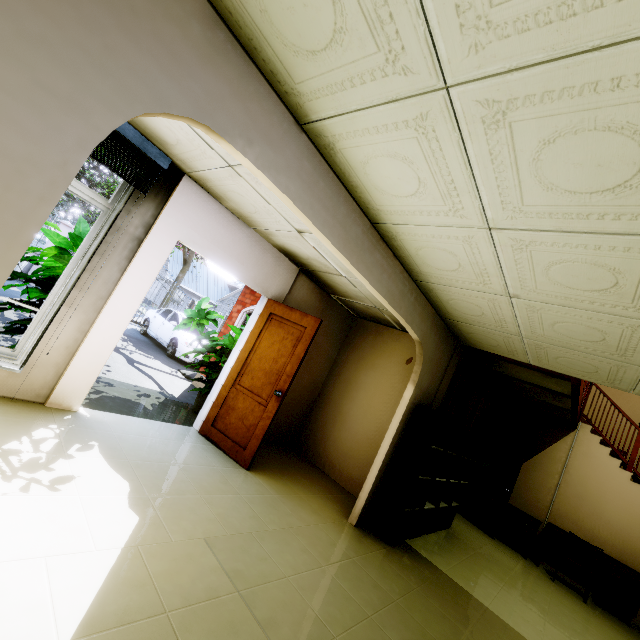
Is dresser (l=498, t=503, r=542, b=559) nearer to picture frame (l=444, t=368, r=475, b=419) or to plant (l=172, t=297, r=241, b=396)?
picture frame (l=444, t=368, r=475, b=419)

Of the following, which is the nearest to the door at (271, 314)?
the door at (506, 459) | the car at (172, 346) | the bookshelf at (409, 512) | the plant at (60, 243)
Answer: the plant at (60, 243)

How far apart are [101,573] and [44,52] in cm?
242

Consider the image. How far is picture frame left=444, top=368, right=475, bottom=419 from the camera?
5.04m

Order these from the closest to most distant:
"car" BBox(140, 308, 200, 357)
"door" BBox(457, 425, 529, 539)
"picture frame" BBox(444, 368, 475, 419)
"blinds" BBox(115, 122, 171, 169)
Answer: "blinds" BBox(115, 122, 171, 169) < "picture frame" BBox(444, 368, 475, 419) < "door" BBox(457, 425, 529, 539) < "car" BBox(140, 308, 200, 357)

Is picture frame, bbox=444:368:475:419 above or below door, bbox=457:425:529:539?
above

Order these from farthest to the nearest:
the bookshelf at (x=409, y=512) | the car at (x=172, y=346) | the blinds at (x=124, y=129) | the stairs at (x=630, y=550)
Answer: the car at (x=172, y=346) → the stairs at (x=630, y=550) → the bookshelf at (x=409, y=512) → the blinds at (x=124, y=129)

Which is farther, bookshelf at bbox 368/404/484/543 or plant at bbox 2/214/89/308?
bookshelf at bbox 368/404/484/543
